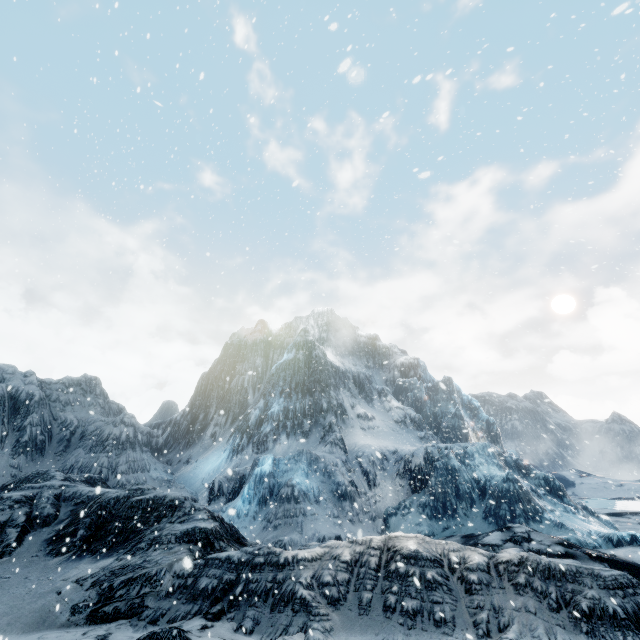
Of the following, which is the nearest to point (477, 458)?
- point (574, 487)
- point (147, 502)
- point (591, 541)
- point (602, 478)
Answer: point (591, 541)
